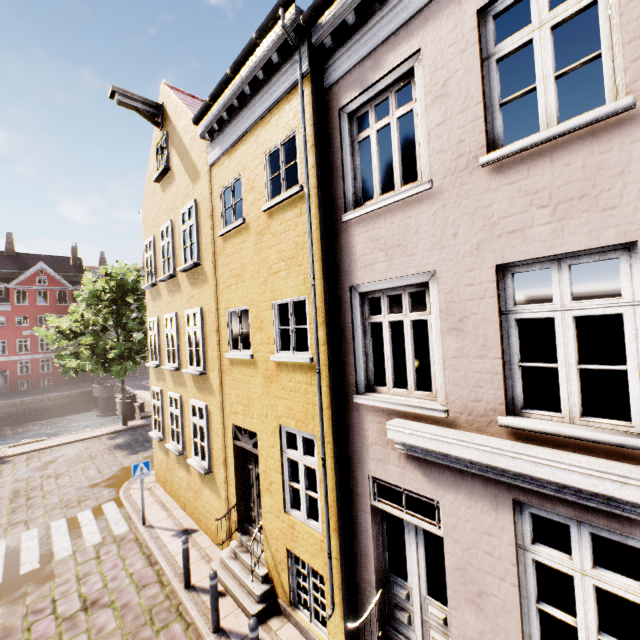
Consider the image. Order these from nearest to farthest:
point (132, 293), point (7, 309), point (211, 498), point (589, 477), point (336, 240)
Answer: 1. point (589, 477)
2. point (336, 240)
3. point (211, 498)
4. point (132, 293)
5. point (7, 309)

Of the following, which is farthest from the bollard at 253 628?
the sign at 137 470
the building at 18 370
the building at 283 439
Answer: the building at 18 370

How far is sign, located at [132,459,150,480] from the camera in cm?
964

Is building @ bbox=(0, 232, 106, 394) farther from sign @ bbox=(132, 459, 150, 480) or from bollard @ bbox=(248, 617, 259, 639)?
bollard @ bbox=(248, 617, 259, 639)

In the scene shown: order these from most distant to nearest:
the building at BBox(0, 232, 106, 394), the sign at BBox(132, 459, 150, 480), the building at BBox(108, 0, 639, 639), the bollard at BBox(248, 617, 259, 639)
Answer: the building at BBox(0, 232, 106, 394)
the sign at BBox(132, 459, 150, 480)
the bollard at BBox(248, 617, 259, 639)
the building at BBox(108, 0, 639, 639)

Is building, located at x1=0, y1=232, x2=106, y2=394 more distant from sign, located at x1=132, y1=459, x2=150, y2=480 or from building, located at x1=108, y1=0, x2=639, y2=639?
sign, located at x1=132, y1=459, x2=150, y2=480

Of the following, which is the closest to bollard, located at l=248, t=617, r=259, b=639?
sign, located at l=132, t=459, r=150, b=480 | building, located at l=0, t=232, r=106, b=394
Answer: sign, located at l=132, t=459, r=150, b=480

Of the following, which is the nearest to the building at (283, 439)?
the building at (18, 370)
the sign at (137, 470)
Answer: the sign at (137, 470)
